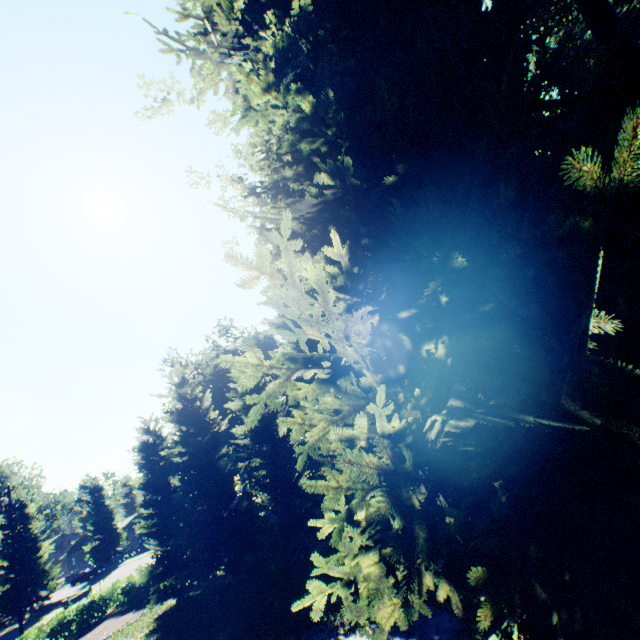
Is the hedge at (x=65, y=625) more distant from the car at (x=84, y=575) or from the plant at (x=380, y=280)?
the car at (x=84, y=575)

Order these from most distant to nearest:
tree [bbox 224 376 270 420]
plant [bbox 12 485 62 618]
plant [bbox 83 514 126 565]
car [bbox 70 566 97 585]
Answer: plant [bbox 83 514 126 565] < car [bbox 70 566 97 585] < plant [bbox 12 485 62 618] < tree [bbox 224 376 270 420]

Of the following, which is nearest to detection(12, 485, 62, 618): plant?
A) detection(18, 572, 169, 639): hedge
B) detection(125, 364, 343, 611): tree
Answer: detection(125, 364, 343, 611): tree

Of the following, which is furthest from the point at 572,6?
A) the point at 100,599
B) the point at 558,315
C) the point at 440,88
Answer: the point at 100,599

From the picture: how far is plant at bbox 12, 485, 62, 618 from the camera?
40.44m

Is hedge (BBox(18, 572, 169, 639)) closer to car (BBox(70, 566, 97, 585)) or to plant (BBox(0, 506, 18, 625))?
plant (BBox(0, 506, 18, 625))

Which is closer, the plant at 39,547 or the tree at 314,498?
the tree at 314,498

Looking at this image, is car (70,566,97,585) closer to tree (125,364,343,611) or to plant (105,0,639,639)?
plant (105,0,639,639)
